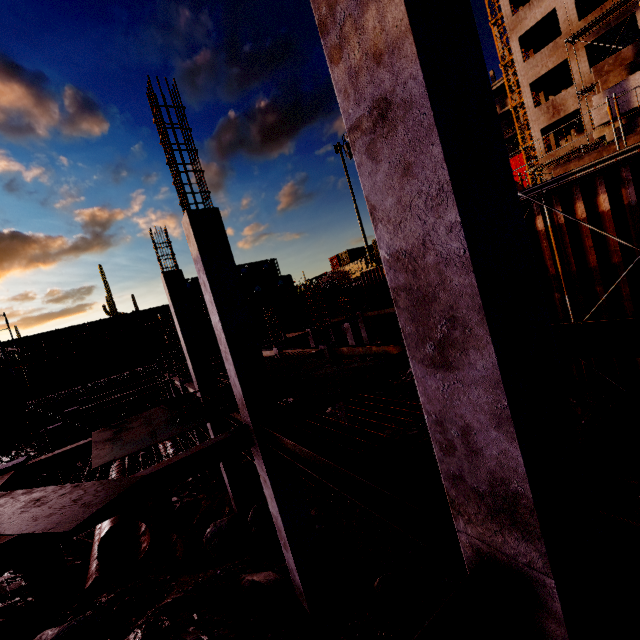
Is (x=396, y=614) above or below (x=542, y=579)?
below

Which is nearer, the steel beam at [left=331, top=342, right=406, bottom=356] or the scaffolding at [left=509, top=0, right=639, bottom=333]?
the scaffolding at [left=509, top=0, right=639, bottom=333]

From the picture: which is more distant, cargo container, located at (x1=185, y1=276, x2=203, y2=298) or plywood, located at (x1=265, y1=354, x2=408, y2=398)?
cargo container, located at (x1=185, y1=276, x2=203, y2=298)

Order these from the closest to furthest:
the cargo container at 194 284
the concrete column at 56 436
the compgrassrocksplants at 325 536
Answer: the compgrassrocksplants at 325 536 → the concrete column at 56 436 → the cargo container at 194 284

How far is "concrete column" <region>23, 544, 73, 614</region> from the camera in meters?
7.9

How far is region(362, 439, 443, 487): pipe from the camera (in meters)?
6.37

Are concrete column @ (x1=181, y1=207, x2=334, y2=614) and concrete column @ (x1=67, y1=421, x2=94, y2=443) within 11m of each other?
no

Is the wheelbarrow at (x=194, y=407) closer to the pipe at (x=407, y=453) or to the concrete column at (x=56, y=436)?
the pipe at (x=407, y=453)
